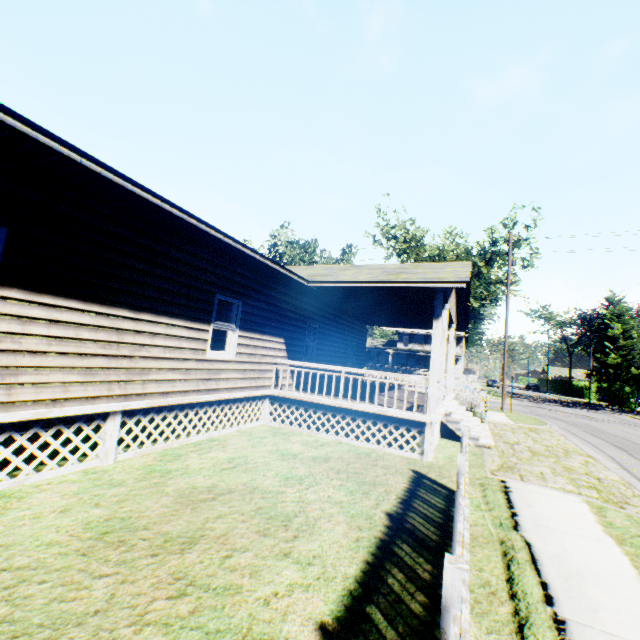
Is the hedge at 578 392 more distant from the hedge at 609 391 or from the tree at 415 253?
the tree at 415 253

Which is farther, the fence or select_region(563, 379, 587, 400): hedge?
select_region(563, 379, 587, 400): hedge

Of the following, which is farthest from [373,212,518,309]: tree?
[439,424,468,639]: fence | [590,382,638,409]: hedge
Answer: [439,424,468,639]: fence

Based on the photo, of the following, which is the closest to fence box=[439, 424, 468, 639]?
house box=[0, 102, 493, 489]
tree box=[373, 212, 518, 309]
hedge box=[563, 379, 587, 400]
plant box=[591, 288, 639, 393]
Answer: house box=[0, 102, 493, 489]

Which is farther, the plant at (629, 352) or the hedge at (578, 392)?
the plant at (629, 352)

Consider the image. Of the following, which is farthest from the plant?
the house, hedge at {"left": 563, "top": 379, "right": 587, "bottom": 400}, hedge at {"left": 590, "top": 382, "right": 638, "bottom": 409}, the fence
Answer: the fence

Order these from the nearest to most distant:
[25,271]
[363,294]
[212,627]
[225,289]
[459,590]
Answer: [459,590] < [212,627] < [25,271] < [225,289] < [363,294]

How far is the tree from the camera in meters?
33.6 m
